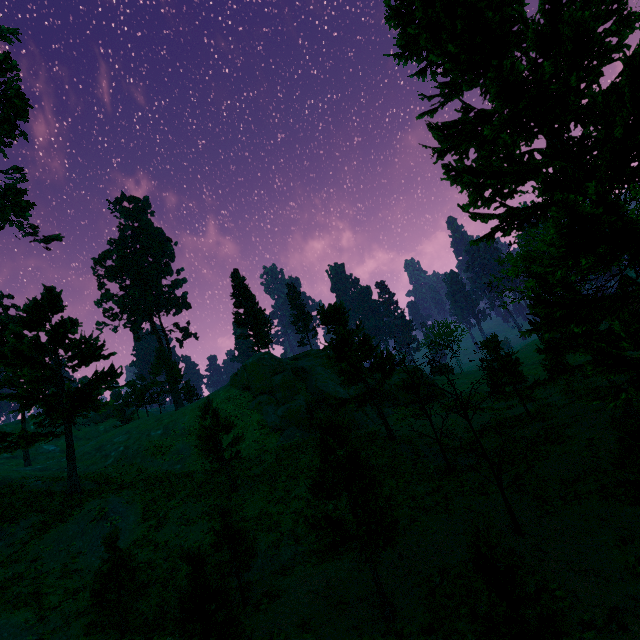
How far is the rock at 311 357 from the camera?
32.72m

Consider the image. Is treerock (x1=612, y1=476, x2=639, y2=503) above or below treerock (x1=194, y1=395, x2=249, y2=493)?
below

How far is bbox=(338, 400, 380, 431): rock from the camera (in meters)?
32.91

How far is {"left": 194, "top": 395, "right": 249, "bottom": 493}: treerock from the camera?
19.88m

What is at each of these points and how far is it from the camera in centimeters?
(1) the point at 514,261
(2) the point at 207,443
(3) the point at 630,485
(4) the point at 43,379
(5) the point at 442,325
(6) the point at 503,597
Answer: (1) treerock, 4334cm
(2) treerock, 2083cm
(3) treerock, 943cm
(4) treerock, 2505cm
(5) treerock, 5725cm
(6) treerock, 651cm

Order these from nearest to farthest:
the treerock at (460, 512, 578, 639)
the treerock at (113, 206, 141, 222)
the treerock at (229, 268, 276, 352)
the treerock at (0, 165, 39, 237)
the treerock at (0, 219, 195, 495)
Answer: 1. the treerock at (460, 512, 578, 639)
2. the treerock at (0, 219, 195, 495)
3. the treerock at (0, 165, 39, 237)
4. the treerock at (229, 268, 276, 352)
5. the treerock at (113, 206, 141, 222)

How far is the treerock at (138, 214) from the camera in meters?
57.0
